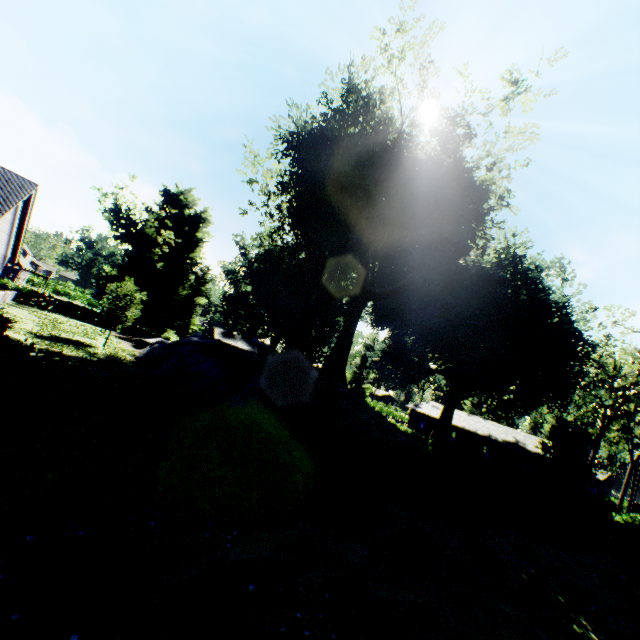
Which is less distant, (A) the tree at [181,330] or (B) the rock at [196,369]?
(B) the rock at [196,369]

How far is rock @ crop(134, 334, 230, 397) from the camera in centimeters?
1817cm

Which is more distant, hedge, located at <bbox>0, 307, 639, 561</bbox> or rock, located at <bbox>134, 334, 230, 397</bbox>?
rock, located at <bbox>134, 334, 230, 397</bbox>

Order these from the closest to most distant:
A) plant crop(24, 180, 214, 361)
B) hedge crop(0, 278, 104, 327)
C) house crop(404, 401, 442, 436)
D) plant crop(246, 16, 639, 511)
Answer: plant crop(246, 16, 639, 511) → plant crop(24, 180, 214, 361) → hedge crop(0, 278, 104, 327) → house crop(404, 401, 442, 436)

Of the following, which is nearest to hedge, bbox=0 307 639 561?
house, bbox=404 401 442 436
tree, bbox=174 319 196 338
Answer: tree, bbox=174 319 196 338

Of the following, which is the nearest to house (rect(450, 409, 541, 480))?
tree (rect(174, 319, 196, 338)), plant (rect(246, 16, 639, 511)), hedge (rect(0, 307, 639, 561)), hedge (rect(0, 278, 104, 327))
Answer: plant (rect(246, 16, 639, 511))

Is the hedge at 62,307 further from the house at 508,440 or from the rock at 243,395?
→ the house at 508,440

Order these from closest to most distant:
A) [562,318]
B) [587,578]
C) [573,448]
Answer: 1. [587,578]
2. [573,448]
3. [562,318]
